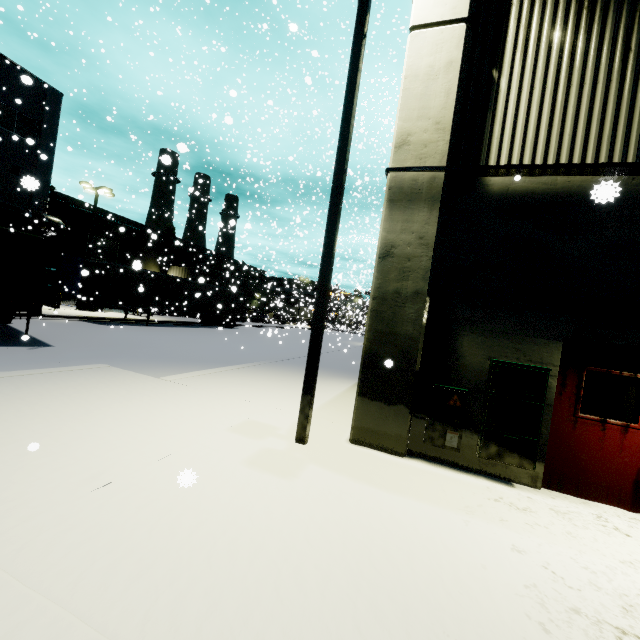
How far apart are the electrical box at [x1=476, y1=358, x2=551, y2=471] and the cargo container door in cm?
1138

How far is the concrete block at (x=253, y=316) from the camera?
43.3 meters

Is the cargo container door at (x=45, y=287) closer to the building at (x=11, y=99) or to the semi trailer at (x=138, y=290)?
the semi trailer at (x=138, y=290)

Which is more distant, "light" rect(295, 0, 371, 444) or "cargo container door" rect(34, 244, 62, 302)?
"cargo container door" rect(34, 244, 62, 302)

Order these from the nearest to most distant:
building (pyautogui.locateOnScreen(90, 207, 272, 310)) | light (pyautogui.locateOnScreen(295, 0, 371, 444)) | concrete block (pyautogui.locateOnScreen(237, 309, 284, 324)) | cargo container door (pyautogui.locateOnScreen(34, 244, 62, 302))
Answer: light (pyautogui.locateOnScreen(295, 0, 371, 444))
cargo container door (pyautogui.locateOnScreen(34, 244, 62, 302))
building (pyautogui.locateOnScreen(90, 207, 272, 310))
concrete block (pyautogui.locateOnScreen(237, 309, 284, 324))

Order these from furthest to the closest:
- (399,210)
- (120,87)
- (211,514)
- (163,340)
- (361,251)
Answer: (120,87) < (163,340) < (361,251) < (399,210) < (211,514)

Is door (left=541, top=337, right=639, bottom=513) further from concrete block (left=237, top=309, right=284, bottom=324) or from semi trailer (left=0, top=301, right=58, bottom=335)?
concrete block (left=237, top=309, right=284, bottom=324)

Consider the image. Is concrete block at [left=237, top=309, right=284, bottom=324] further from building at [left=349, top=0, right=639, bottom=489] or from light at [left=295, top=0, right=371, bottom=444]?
light at [left=295, top=0, right=371, bottom=444]
